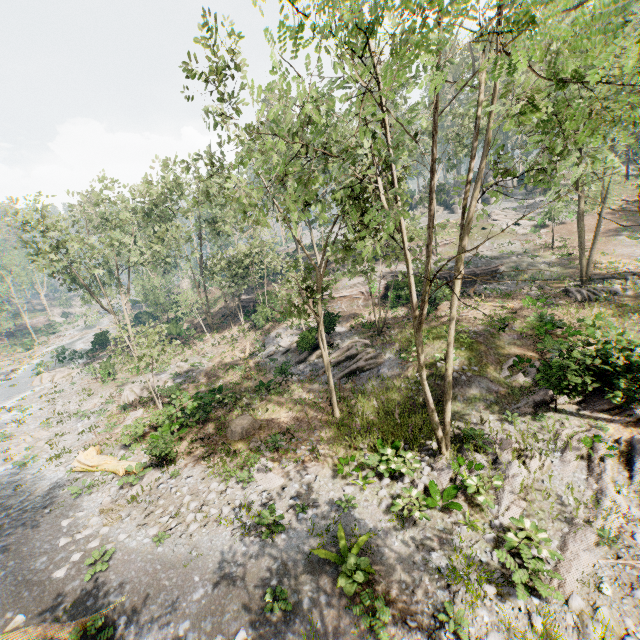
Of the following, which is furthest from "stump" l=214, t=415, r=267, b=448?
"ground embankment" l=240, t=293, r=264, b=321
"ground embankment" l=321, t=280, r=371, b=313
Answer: "ground embankment" l=240, t=293, r=264, b=321

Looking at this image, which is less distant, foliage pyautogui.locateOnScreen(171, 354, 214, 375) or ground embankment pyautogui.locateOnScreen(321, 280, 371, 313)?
foliage pyautogui.locateOnScreen(171, 354, 214, 375)

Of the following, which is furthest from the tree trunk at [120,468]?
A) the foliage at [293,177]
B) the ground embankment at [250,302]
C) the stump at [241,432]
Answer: the ground embankment at [250,302]

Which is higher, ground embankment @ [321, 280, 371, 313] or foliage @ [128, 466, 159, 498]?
ground embankment @ [321, 280, 371, 313]

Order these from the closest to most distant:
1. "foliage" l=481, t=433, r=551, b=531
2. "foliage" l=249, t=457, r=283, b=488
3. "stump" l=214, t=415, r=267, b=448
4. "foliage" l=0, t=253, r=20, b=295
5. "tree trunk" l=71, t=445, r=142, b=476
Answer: "foliage" l=481, t=433, r=551, b=531 → "foliage" l=249, t=457, r=283, b=488 → "tree trunk" l=71, t=445, r=142, b=476 → "stump" l=214, t=415, r=267, b=448 → "foliage" l=0, t=253, r=20, b=295

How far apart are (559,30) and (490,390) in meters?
15.8 m

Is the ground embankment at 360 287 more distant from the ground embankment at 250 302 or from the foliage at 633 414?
the ground embankment at 250 302
